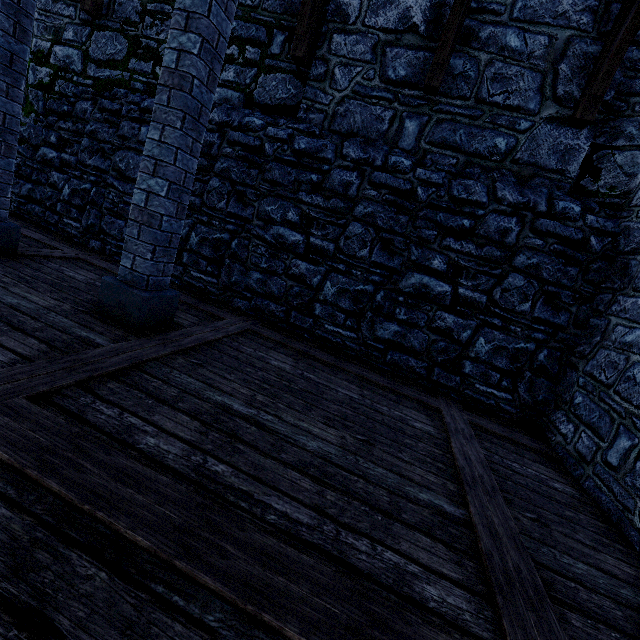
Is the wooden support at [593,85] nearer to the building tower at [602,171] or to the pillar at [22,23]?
the building tower at [602,171]

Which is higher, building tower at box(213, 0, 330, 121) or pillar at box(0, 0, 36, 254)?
building tower at box(213, 0, 330, 121)

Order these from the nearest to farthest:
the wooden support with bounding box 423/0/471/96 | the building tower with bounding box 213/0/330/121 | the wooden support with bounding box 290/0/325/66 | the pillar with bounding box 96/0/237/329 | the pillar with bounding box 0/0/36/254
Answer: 1. the pillar with bounding box 96/0/237/329
2. the pillar with bounding box 0/0/36/254
3. the wooden support with bounding box 423/0/471/96
4. the wooden support with bounding box 290/0/325/66
5. the building tower with bounding box 213/0/330/121

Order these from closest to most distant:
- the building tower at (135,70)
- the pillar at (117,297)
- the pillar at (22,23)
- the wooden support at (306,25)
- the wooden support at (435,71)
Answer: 1. the pillar at (117,297)
2. the pillar at (22,23)
3. the wooden support at (435,71)
4. the wooden support at (306,25)
5. the building tower at (135,70)

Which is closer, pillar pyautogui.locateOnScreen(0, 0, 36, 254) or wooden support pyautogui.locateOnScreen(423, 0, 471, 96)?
pillar pyautogui.locateOnScreen(0, 0, 36, 254)

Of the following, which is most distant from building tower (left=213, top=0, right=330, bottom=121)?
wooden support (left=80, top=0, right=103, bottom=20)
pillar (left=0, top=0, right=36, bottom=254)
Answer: pillar (left=0, top=0, right=36, bottom=254)

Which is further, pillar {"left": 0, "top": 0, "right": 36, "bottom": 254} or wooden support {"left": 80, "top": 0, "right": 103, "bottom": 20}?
wooden support {"left": 80, "top": 0, "right": 103, "bottom": 20}

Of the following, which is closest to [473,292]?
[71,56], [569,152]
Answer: [569,152]
